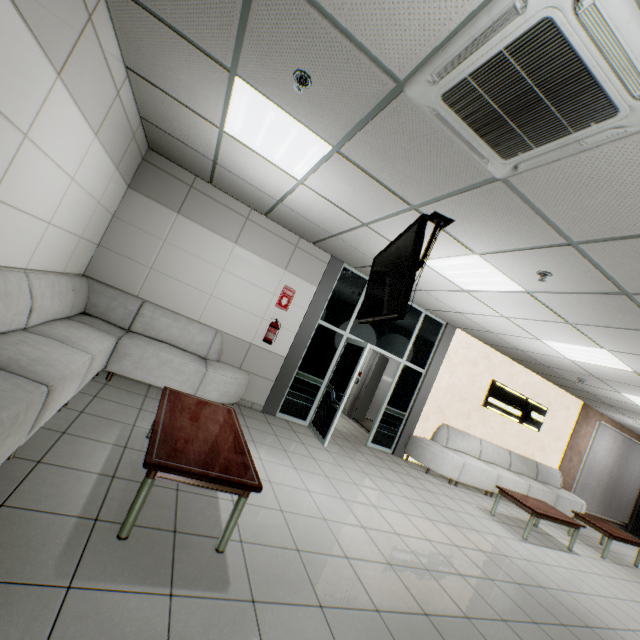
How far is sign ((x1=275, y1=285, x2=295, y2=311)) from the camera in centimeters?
599cm

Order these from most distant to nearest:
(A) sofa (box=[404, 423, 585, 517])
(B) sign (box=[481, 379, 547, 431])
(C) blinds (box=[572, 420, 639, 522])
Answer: (C) blinds (box=[572, 420, 639, 522]) → (B) sign (box=[481, 379, 547, 431]) → (A) sofa (box=[404, 423, 585, 517])

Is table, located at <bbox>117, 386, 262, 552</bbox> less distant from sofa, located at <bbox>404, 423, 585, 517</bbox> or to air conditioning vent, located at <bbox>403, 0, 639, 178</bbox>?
air conditioning vent, located at <bbox>403, 0, 639, 178</bbox>

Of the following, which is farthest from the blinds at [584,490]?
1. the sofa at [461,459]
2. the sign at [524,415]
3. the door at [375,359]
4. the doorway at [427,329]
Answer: the doorway at [427,329]

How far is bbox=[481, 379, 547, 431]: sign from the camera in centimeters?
822cm

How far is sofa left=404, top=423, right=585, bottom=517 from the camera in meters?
6.9

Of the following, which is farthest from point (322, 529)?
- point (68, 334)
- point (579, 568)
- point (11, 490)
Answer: point (579, 568)

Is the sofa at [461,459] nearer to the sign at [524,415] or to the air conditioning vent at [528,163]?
the sign at [524,415]
